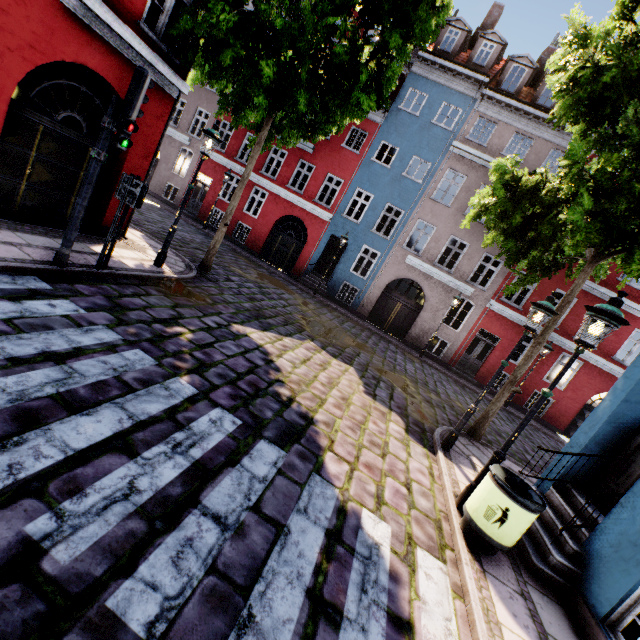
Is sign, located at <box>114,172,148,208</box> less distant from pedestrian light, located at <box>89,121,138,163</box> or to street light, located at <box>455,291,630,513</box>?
pedestrian light, located at <box>89,121,138,163</box>

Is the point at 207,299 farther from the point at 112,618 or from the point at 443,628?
the point at 443,628

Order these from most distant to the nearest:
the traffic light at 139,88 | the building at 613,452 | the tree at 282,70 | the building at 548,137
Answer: the building at 548,137 → the tree at 282,70 → the traffic light at 139,88 → the building at 613,452

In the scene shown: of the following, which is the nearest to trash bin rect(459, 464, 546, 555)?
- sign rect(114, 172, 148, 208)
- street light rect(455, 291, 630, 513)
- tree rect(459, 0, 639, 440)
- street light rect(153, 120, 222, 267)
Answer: street light rect(455, 291, 630, 513)

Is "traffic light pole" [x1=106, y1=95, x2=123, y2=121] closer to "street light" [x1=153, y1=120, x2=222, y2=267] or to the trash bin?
→ "street light" [x1=153, y1=120, x2=222, y2=267]

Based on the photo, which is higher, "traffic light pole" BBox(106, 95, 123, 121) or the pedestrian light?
"traffic light pole" BBox(106, 95, 123, 121)

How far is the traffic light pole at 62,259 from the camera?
5.25m

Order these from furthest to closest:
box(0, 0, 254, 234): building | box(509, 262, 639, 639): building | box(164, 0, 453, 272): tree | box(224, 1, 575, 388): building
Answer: box(224, 1, 575, 388): building < box(164, 0, 453, 272): tree < box(0, 0, 254, 234): building < box(509, 262, 639, 639): building
